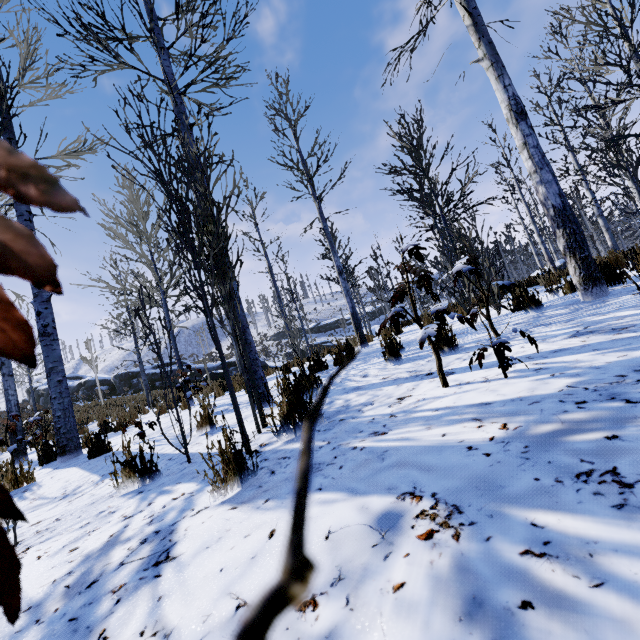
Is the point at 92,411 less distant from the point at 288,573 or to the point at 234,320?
the point at 234,320

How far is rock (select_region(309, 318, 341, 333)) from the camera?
52.4 meters

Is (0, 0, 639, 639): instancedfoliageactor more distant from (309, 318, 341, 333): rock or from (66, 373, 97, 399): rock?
(309, 318, 341, 333): rock

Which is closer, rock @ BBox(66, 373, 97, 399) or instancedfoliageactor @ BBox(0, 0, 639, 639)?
instancedfoliageactor @ BBox(0, 0, 639, 639)

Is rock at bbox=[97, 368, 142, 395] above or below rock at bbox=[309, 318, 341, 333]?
below

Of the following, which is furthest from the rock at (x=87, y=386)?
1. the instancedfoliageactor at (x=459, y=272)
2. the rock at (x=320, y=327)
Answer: the rock at (x=320, y=327)

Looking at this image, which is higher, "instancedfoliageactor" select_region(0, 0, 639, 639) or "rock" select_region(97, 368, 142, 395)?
"rock" select_region(97, 368, 142, 395)

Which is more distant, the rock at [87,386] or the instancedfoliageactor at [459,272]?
the rock at [87,386]
